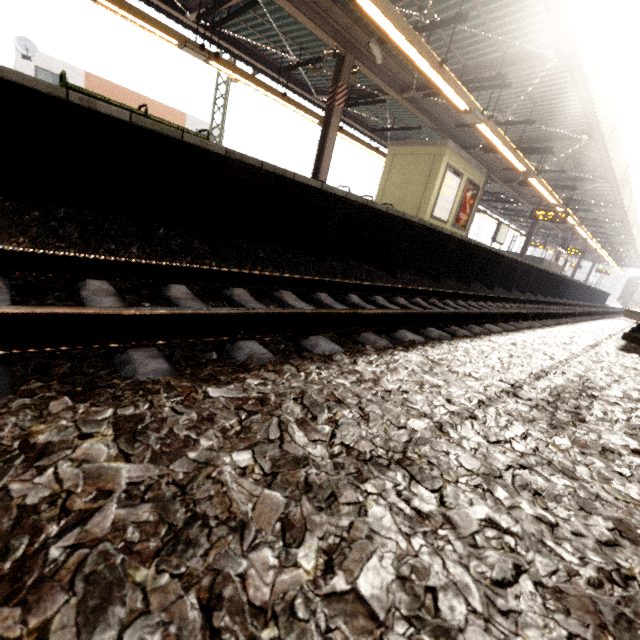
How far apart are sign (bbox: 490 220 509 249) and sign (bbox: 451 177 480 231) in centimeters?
641cm

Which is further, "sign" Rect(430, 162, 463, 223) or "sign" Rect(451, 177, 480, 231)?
"sign" Rect(451, 177, 480, 231)

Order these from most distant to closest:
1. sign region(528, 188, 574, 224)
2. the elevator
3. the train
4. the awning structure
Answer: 1. the train
2. sign region(528, 188, 574, 224)
3. the elevator
4. the awning structure

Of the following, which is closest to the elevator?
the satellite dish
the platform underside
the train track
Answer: the platform underside

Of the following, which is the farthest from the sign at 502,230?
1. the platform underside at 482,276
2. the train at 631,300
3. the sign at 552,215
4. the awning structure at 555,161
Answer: the train at 631,300

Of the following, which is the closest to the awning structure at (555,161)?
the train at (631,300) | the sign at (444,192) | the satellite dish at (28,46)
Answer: the sign at (444,192)

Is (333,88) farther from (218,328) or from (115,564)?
(115,564)

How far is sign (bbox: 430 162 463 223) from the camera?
10.96m
